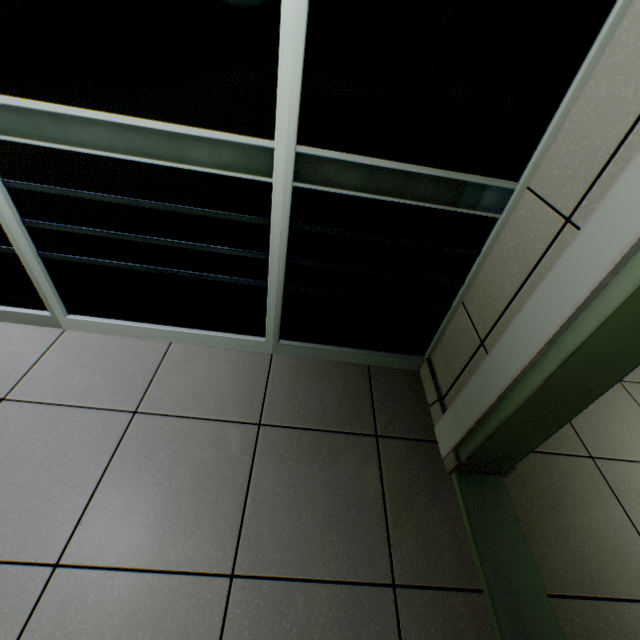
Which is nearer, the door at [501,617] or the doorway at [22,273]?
the door at [501,617]

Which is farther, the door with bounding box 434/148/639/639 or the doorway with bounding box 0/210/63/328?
the doorway with bounding box 0/210/63/328

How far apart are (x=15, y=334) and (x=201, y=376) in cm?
89
